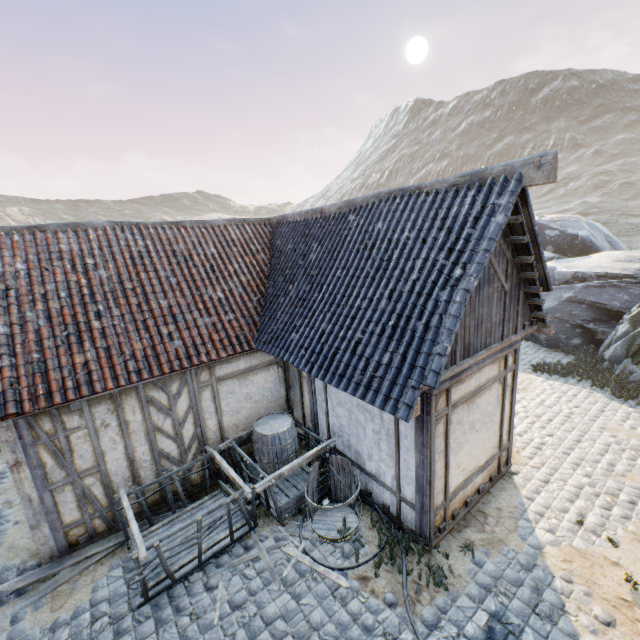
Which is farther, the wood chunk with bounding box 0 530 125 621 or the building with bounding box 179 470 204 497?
the building with bounding box 179 470 204 497

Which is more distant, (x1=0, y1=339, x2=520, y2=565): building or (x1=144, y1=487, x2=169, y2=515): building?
(x1=144, y1=487, x2=169, y2=515): building

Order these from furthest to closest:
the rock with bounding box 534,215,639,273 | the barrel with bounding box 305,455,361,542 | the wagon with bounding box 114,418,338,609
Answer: the rock with bounding box 534,215,639,273 → the barrel with bounding box 305,455,361,542 → the wagon with bounding box 114,418,338,609

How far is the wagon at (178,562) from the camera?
5.0m

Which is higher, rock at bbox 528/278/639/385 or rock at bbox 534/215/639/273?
rock at bbox 534/215/639/273

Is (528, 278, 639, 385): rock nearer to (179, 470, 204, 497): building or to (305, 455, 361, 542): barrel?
(179, 470, 204, 497): building

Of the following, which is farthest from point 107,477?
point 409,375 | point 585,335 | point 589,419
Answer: point 585,335

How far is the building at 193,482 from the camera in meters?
6.9 m
